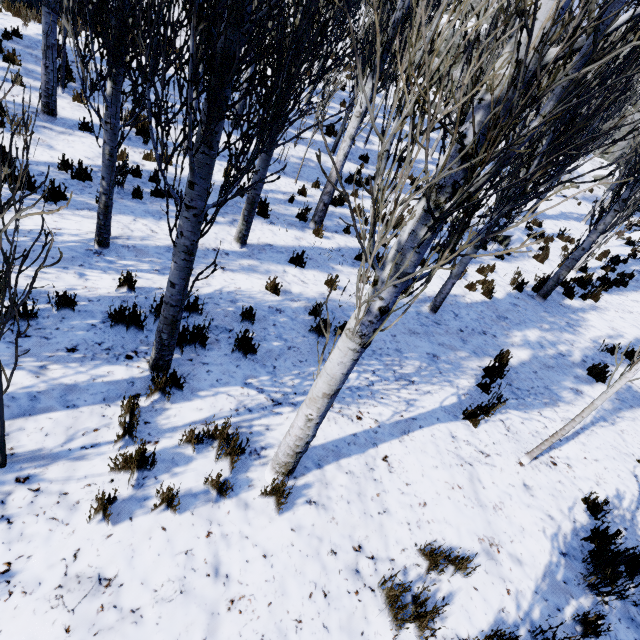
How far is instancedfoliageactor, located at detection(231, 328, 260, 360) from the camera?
4.4 meters

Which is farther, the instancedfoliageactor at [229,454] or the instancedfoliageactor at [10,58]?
the instancedfoliageactor at [229,454]

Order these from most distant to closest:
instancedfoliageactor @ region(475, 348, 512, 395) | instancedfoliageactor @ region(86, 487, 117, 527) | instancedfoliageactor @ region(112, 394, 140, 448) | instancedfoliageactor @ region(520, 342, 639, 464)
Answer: instancedfoliageactor @ region(475, 348, 512, 395)
instancedfoliageactor @ region(520, 342, 639, 464)
instancedfoliageactor @ region(112, 394, 140, 448)
instancedfoliageactor @ region(86, 487, 117, 527)

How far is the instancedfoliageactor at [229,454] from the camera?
3.20m

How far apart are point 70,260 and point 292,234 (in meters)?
4.56

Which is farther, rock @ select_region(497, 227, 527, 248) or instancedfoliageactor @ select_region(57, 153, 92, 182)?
rock @ select_region(497, 227, 527, 248)

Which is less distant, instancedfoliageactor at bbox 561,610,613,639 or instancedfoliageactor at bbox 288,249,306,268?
instancedfoliageactor at bbox 561,610,613,639
